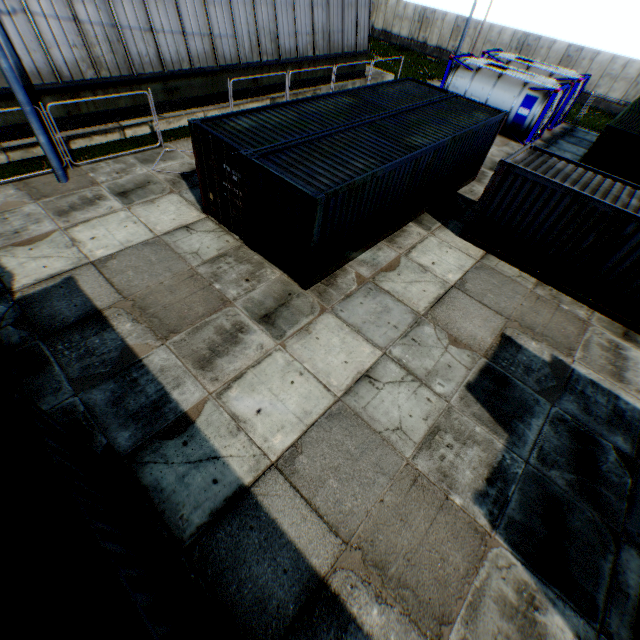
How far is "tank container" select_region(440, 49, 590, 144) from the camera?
18.9m

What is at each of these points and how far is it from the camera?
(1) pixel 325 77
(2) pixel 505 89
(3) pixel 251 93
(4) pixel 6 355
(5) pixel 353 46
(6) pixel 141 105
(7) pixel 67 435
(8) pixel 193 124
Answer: (1) building, 21.8 meters
(2) tank container, 19.5 meters
(3) building, 18.5 meters
(4) storage container, 7.0 meters
(5) building, 22.2 meters
(6) building, 14.9 meters
(7) storage container, 4.5 meters
(8) storage container, 9.3 meters

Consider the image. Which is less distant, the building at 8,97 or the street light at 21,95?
the street light at 21,95

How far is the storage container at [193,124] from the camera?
8.41m

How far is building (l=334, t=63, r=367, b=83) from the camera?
22.47m

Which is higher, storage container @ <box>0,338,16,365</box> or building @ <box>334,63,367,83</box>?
building @ <box>334,63,367,83</box>

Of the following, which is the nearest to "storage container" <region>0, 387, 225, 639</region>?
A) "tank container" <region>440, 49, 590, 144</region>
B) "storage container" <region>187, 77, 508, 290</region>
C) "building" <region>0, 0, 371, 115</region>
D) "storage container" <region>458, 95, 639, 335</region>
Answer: "storage container" <region>187, 77, 508, 290</region>

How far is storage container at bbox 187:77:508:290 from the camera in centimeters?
841cm
